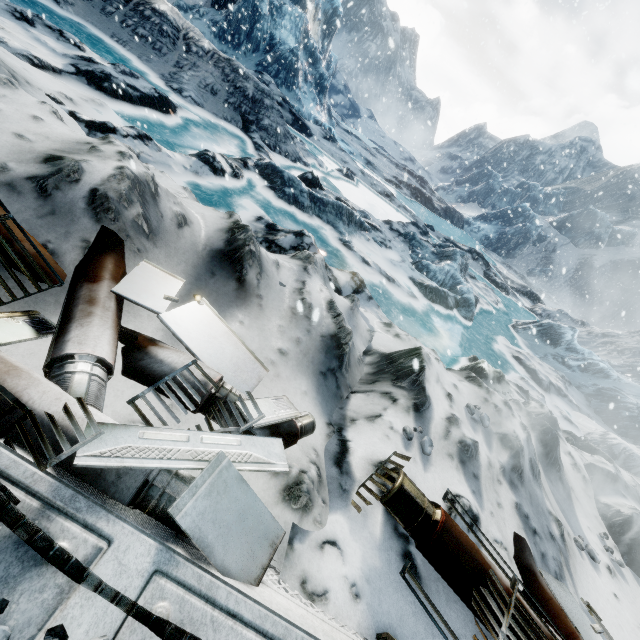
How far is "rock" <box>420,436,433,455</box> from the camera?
2.8m

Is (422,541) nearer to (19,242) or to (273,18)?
(19,242)

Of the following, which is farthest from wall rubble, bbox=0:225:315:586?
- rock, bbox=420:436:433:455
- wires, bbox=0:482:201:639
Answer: rock, bbox=420:436:433:455

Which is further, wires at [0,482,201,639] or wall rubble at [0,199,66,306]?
wall rubble at [0,199,66,306]

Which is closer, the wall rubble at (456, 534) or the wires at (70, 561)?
the wires at (70, 561)

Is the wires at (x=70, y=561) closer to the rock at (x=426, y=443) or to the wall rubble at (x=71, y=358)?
the wall rubble at (x=71, y=358)

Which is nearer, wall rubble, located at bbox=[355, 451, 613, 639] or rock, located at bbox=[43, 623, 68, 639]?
rock, located at bbox=[43, 623, 68, 639]

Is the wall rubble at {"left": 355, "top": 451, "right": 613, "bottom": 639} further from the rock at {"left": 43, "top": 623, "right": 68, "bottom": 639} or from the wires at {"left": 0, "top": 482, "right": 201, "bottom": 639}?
the rock at {"left": 43, "top": 623, "right": 68, "bottom": 639}
